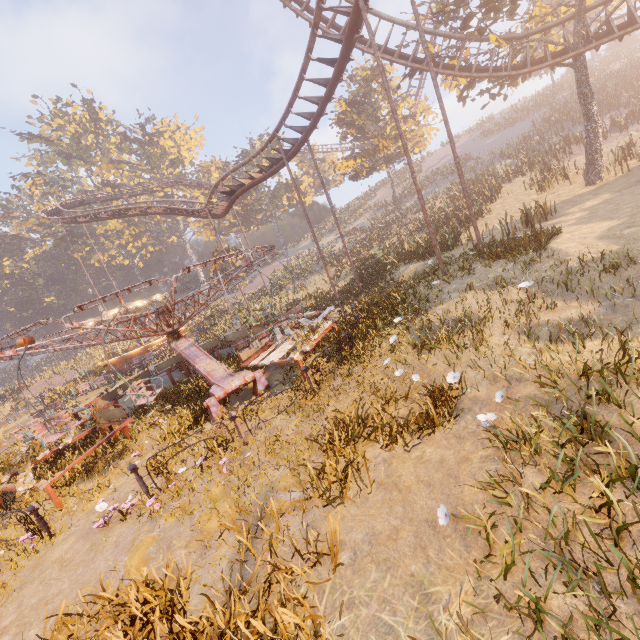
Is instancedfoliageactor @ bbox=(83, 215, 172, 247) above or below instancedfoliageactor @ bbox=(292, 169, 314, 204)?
above

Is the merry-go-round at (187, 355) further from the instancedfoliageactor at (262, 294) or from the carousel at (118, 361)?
the instancedfoliageactor at (262, 294)

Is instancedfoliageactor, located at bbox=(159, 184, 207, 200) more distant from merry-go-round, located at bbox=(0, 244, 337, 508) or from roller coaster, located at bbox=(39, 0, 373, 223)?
merry-go-round, located at bbox=(0, 244, 337, 508)

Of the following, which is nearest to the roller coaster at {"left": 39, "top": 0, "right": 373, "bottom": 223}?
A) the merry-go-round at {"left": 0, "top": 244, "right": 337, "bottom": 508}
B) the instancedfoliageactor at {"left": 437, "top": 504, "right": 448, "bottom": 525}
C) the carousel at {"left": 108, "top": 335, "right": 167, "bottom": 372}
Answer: the merry-go-round at {"left": 0, "top": 244, "right": 337, "bottom": 508}

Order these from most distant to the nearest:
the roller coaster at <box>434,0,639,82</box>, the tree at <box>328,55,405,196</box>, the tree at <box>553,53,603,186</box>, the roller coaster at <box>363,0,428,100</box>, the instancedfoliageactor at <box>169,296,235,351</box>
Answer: the tree at <box>328,55,405,196</box> → the roller coaster at <box>363,0,428,100</box> → the tree at <box>553,53,603,186</box> → the roller coaster at <box>434,0,639,82</box> → the instancedfoliageactor at <box>169,296,235,351</box>

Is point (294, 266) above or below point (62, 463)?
above

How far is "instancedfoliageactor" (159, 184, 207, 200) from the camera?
53.5m

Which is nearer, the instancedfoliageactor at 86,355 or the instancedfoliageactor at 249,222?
the instancedfoliageactor at 86,355
